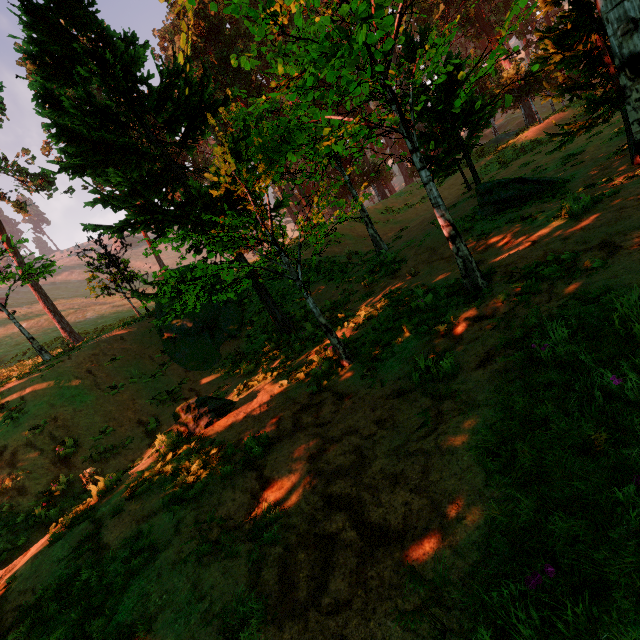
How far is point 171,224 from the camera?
11.89m

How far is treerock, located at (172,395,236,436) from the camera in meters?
7.6 m

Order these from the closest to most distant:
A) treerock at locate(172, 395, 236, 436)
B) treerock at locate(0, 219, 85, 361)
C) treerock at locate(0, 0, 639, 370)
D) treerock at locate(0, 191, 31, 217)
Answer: treerock at locate(0, 0, 639, 370) → treerock at locate(172, 395, 236, 436) → treerock at locate(0, 219, 85, 361) → treerock at locate(0, 191, 31, 217)

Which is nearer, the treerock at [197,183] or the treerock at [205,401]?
the treerock at [197,183]

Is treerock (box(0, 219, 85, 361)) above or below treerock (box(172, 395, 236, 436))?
above

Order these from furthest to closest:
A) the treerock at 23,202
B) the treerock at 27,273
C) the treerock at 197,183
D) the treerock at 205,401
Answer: the treerock at 23,202, the treerock at 27,273, the treerock at 205,401, the treerock at 197,183

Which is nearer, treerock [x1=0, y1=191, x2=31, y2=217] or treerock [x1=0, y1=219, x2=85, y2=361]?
treerock [x1=0, y1=219, x2=85, y2=361]
